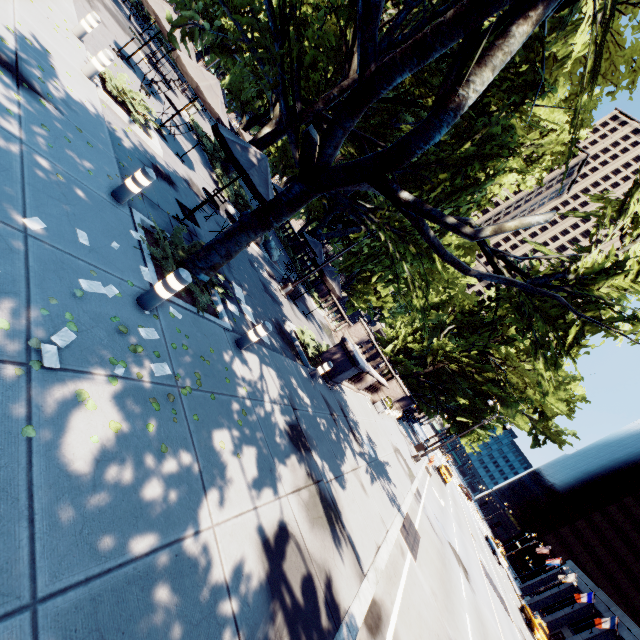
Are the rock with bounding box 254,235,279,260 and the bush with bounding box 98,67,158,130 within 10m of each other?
yes

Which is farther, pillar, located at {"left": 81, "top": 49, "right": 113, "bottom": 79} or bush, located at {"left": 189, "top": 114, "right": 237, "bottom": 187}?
bush, located at {"left": 189, "top": 114, "right": 237, "bottom": 187}

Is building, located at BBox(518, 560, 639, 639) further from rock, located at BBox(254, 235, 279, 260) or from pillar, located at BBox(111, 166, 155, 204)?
pillar, located at BBox(111, 166, 155, 204)

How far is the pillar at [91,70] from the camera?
8.30m

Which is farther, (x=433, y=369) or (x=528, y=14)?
(x=433, y=369)

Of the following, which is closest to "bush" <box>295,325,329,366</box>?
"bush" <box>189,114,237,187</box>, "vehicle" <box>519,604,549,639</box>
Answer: "bush" <box>189,114,237,187</box>

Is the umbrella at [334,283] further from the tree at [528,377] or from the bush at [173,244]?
the bush at [173,244]

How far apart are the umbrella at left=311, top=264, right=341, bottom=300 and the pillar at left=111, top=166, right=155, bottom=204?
10.51m
